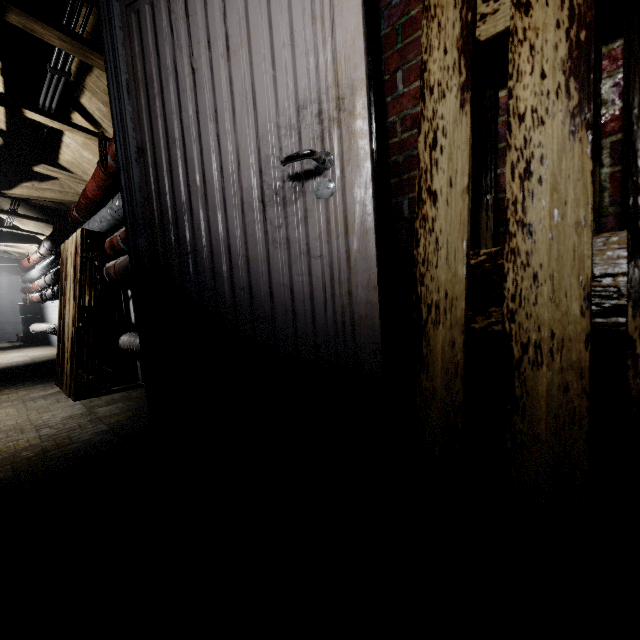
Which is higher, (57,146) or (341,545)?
(57,146)

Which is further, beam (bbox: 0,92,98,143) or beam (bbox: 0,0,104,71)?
beam (bbox: 0,92,98,143)

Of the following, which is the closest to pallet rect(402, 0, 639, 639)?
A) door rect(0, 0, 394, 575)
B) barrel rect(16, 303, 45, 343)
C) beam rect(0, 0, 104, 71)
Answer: door rect(0, 0, 394, 575)

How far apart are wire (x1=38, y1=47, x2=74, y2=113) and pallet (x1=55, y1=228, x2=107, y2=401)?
0.9m

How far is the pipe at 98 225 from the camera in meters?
2.3

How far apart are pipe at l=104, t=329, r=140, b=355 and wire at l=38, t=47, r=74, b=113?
1.70m

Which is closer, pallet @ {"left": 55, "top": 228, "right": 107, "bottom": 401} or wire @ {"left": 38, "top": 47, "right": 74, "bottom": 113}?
wire @ {"left": 38, "top": 47, "right": 74, "bottom": 113}

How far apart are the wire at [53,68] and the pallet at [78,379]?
0.9m
